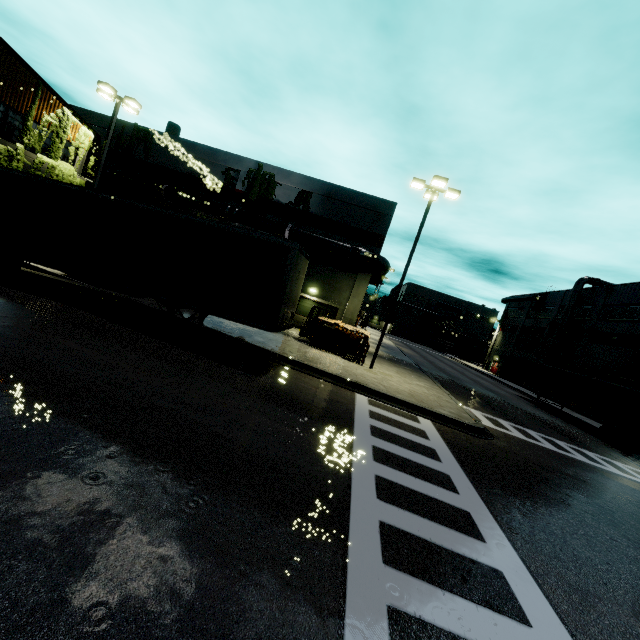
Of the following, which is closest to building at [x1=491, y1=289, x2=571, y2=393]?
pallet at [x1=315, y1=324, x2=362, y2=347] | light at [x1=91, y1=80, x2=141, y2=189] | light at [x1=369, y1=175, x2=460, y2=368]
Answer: light at [x1=91, y1=80, x2=141, y2=189]

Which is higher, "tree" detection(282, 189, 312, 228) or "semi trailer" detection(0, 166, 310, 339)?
"tree" detection(282, 189, 312, 228)

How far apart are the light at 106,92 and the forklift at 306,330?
13.9 meters

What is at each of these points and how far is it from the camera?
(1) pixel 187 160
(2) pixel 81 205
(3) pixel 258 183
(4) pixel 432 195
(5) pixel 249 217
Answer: (1) building, 25.1 meters
(2) semi trailer, 10.4 meters
(3) tree, 24.1 meters
(4) light, 16.2 meters
(5) pipe, 23.1 meters

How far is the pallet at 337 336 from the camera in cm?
1762

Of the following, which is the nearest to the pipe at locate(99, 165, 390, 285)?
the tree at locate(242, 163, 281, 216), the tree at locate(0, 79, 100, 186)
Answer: the tree at locate(0, 79, 100, 186)

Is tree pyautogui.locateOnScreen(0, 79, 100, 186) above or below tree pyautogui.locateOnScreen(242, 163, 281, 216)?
below

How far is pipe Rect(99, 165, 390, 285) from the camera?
22.4m
